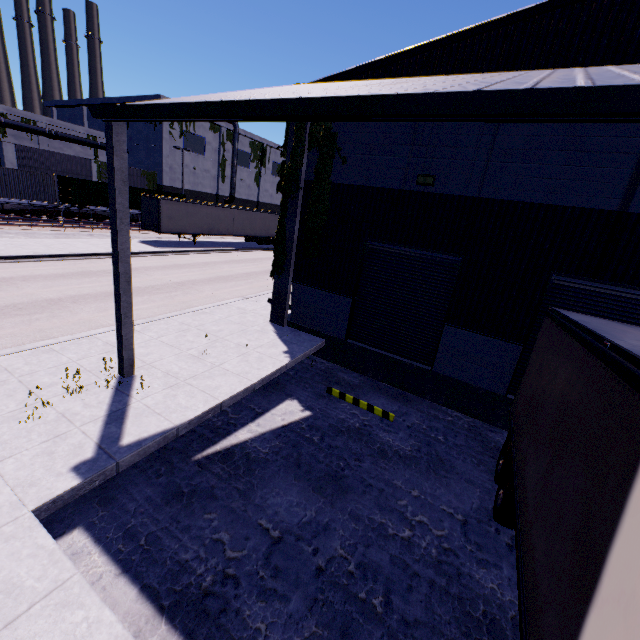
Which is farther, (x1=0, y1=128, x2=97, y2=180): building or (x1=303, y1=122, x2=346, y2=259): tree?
(x1=0, y1=128, x2=97, y2=180): building

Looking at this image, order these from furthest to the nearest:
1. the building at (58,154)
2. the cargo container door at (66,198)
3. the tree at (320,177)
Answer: the building at (58,154)
the cargo container door at (66,198)
the tree at (320,177)

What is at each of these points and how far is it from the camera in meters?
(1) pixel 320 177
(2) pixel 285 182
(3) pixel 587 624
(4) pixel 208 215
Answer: (1) tree, 10.3
(2) tree, 10.7
(3) semi trailer, 2.1
(4) semi trailer, 29.3

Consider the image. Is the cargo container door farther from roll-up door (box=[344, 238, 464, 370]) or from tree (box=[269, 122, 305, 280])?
roll-up door (box=[344, 238, 464, 370])

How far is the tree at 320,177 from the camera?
9.88m

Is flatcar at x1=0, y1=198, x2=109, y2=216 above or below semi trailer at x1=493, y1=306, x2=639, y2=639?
above

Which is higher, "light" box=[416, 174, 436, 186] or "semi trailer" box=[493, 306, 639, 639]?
"light" box=[416, 174, 436, 186]

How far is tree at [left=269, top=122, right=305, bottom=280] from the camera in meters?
10.2
